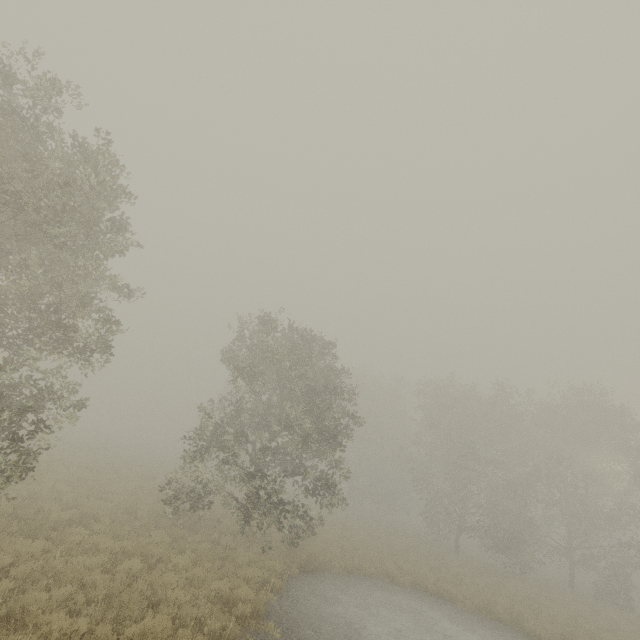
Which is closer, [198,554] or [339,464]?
[198,554]
